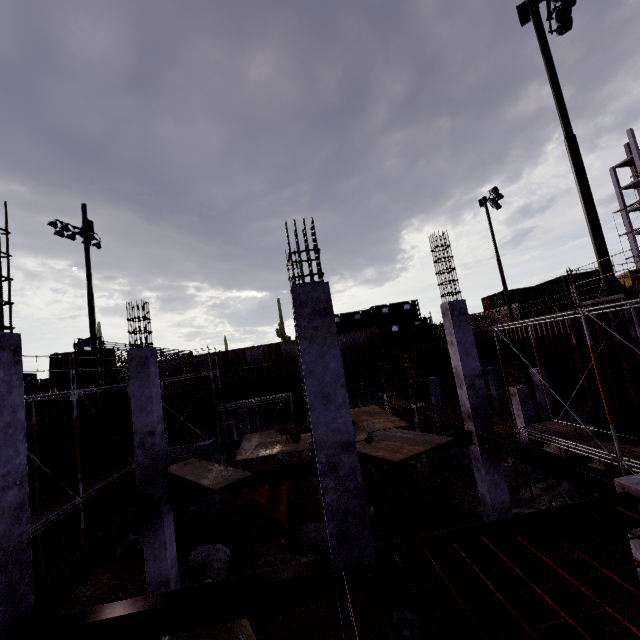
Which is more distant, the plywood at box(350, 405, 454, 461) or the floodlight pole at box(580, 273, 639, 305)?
the floodlight pole at box(580, 273, 639, 305)

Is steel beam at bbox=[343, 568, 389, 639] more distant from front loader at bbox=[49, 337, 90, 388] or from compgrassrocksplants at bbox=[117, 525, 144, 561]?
front loader at bbox=[49, 337, 90, 388]

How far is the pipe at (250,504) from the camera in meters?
13.5 m

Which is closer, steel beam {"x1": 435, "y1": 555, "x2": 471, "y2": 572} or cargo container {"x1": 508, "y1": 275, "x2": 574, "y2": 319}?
steel beam {"x1": 435, "y1": 555, "x2": 471, "y2": 572}

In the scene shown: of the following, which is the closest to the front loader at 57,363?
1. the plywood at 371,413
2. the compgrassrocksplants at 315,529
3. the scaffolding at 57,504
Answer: the scaffolding at 57,504

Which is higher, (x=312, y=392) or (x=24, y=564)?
(x=312, y=392)

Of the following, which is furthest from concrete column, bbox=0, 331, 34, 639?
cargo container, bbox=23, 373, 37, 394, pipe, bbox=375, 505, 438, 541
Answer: cargo container, bbox=23, 373, 37, 394

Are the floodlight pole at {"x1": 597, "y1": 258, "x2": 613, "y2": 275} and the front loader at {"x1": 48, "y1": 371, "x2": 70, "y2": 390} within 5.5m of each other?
no
